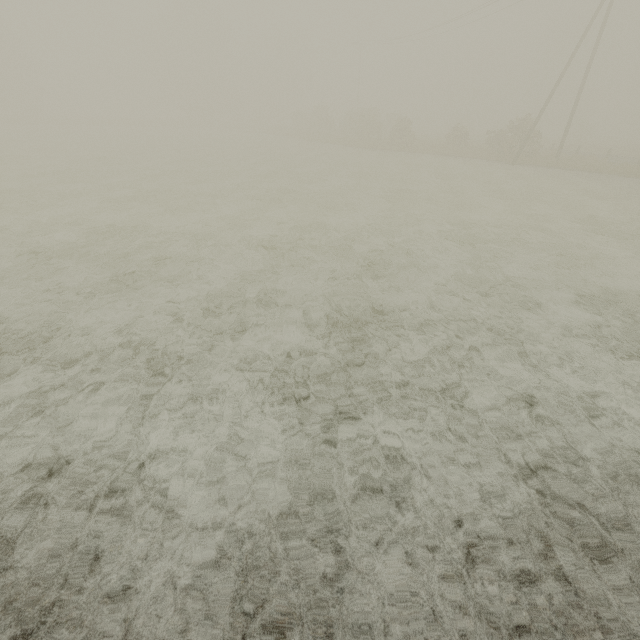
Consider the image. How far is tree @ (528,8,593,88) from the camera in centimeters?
5319cm

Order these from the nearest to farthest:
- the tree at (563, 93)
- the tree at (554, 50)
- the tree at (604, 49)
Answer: the tree at (604, 49), the tree at (563, 93), the tree at (554, 50)

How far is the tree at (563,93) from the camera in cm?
5192

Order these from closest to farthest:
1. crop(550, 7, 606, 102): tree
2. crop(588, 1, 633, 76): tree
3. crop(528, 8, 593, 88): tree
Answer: crop(588, 1, 633, 76): tree
crop(550, 7, 606, 102): tree
crop(528, 8, 593, 88): tree

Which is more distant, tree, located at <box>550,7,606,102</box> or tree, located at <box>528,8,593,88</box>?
tree, located at <box>528,8,593,88</box>

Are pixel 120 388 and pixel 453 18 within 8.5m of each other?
no
